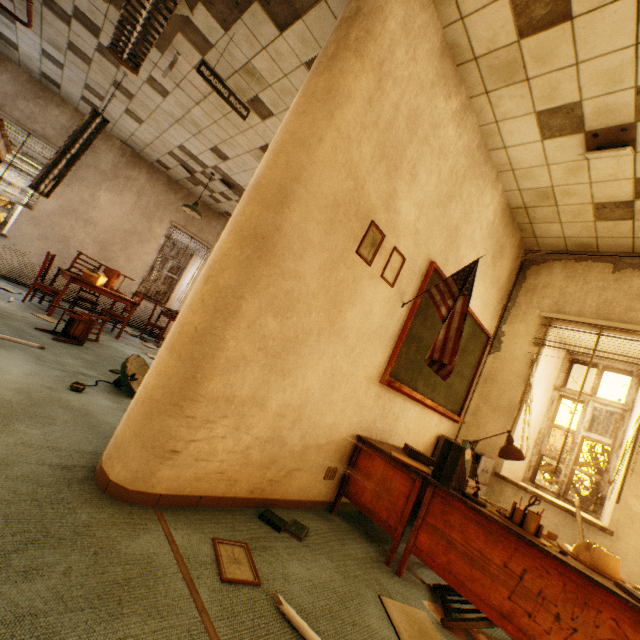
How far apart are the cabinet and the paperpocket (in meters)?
1.40

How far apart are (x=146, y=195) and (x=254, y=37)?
6.08m

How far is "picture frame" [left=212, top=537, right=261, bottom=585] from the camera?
1.53m

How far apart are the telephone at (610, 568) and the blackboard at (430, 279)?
1.5 meters

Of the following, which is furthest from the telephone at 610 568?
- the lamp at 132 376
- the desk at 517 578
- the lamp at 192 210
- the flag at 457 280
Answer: the lamp at 192 210

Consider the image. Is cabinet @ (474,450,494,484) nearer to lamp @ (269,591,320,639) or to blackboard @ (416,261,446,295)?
blackboard @ (416,261,446,295)

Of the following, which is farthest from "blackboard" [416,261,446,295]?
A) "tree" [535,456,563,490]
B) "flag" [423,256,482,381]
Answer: "tree" [535,456,563,490]

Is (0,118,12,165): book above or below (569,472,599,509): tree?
above
